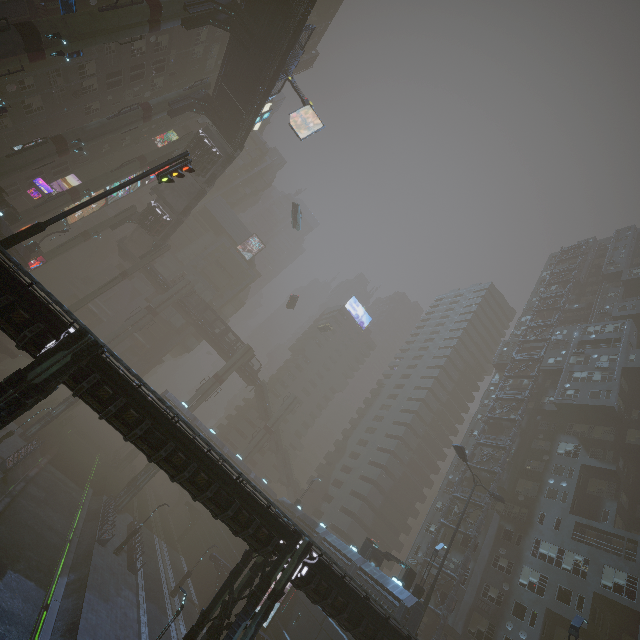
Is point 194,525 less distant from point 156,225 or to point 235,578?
point 235,578

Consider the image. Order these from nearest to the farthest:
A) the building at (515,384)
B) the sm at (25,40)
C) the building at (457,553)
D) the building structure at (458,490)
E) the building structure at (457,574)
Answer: the sm at (25,40)
the building structure at (457,574)
the building at (457,553)
the building structure at (458,490)
the building at (515,384)

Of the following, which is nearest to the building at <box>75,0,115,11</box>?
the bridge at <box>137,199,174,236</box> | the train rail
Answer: A: the train rail

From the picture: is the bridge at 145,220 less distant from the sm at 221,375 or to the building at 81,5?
the building at 81,5

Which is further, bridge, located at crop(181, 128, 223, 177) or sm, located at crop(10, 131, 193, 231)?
bridge, located at crop(181, 128, 223, 177)

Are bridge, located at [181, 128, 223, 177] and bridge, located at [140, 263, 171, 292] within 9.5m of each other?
no

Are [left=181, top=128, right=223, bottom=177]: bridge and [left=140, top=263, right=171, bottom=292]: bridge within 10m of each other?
no

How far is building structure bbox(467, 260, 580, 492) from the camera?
40.54m
